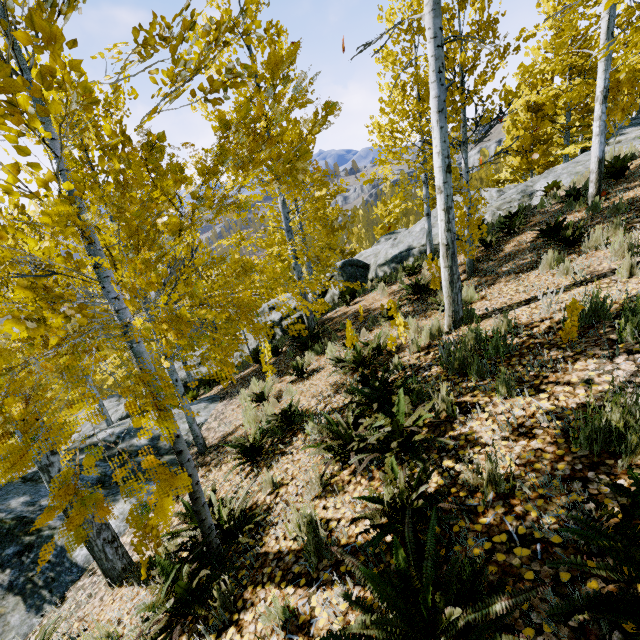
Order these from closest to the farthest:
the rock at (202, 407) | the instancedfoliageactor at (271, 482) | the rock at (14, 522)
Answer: the instancedfoliageactor at (271, 482), the rock at (14, 522), the rock at (202, 407)

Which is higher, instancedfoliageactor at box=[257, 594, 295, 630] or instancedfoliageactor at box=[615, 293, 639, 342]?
instancedfoliageactor at box=[615, 293, 639, 342]

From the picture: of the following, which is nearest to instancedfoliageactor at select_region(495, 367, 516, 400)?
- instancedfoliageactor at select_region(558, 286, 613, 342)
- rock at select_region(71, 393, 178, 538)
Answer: rock at select_region(71, 393, 178, 538)

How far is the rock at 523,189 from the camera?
12.1 meters

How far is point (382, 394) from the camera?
4.14m

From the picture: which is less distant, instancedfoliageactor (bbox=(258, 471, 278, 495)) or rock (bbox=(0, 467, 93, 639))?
instancedfoliageactor (bbox=(258, 471, 278, 495))

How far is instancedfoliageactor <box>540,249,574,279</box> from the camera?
5.16m
